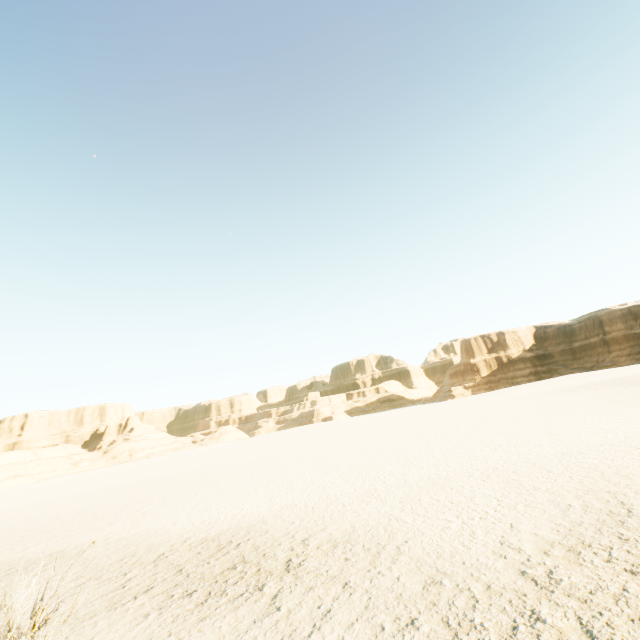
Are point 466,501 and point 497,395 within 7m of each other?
no
